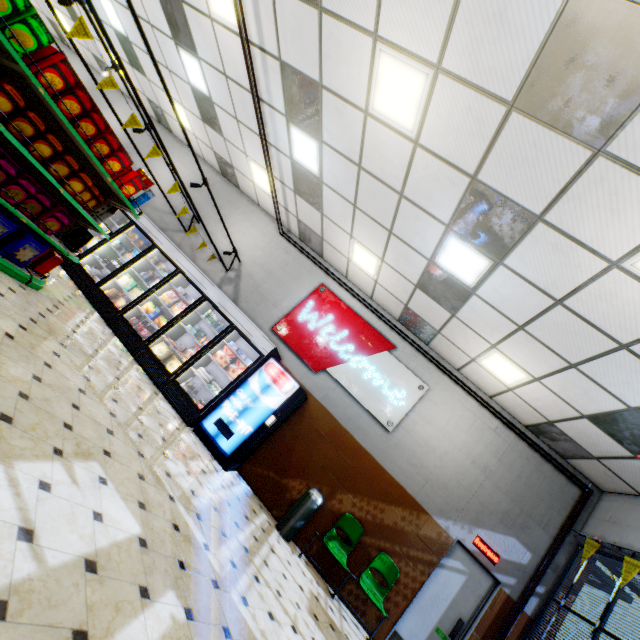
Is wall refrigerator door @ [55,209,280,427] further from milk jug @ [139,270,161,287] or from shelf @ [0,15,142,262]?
shelf @ [0,15,142,262]

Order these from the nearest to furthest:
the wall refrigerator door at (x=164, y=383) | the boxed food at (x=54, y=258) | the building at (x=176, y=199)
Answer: the boxed food at (x=54, y=258) < the wall refrigerator door at (x=164, y=383) < the building at (x=176, y=199)

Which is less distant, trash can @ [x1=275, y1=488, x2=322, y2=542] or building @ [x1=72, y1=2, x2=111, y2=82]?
trash can @ [x1=275, y1=488, x2=322, y2=542]

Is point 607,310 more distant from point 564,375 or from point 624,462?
point 624,462

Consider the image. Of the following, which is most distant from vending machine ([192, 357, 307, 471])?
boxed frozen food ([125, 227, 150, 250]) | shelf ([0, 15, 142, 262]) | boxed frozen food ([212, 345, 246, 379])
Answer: boxed frozen food ([125, 227, 150, 250])

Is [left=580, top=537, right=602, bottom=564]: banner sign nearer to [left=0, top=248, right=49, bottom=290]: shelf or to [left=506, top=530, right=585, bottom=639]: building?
[left=506, top=530, right=585, bottom=639]: building

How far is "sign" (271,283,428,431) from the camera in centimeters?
719cm

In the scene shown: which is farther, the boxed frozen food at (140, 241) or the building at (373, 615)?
the boxed frozen food at (140, 241)
